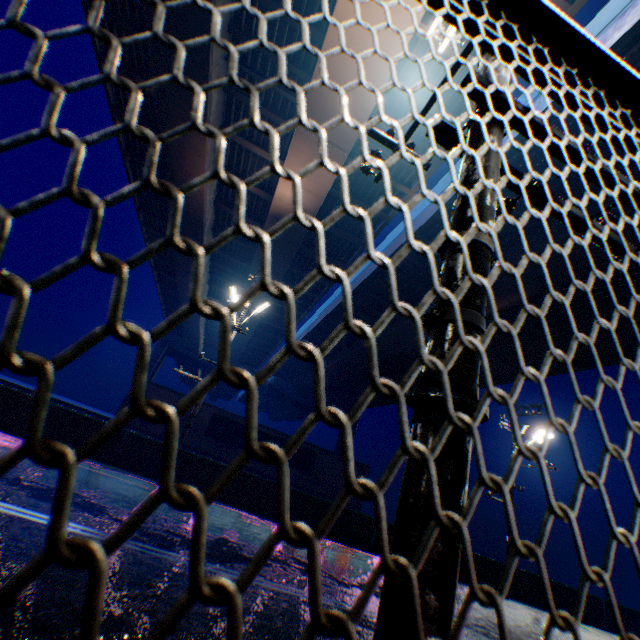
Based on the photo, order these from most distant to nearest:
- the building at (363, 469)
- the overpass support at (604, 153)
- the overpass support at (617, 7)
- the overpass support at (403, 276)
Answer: the building at (363, 469)
the overpass support at (403, 276)
the overpass support at (604, 153)
the overpass support at (617, 7)

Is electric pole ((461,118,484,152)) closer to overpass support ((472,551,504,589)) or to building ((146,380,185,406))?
overpass support ((472,551,504,589))

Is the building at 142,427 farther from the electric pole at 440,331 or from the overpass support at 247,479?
the electric pole at 440,331

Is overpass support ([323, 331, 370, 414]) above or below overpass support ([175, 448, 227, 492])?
above

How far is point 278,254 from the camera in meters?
18.9

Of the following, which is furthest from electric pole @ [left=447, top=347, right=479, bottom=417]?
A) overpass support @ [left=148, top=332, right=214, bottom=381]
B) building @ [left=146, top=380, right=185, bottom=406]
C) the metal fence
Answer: overpass support @ [left=148, top=332, right=214, bottom=381]

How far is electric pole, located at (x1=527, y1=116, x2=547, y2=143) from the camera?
1.8 meters

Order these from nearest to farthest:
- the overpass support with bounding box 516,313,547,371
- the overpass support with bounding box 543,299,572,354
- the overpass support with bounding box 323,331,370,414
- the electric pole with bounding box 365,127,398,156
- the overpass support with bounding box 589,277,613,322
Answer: the electric pole with bounding box 365,127,398,156 → the overpass support with bounding box 589,277,613,322 → the overpass support with bounding box 543,299,572,354 → the overpass support with bounding box 516,313,547,371 → the overpass support with bounding box 323,331,370,414
